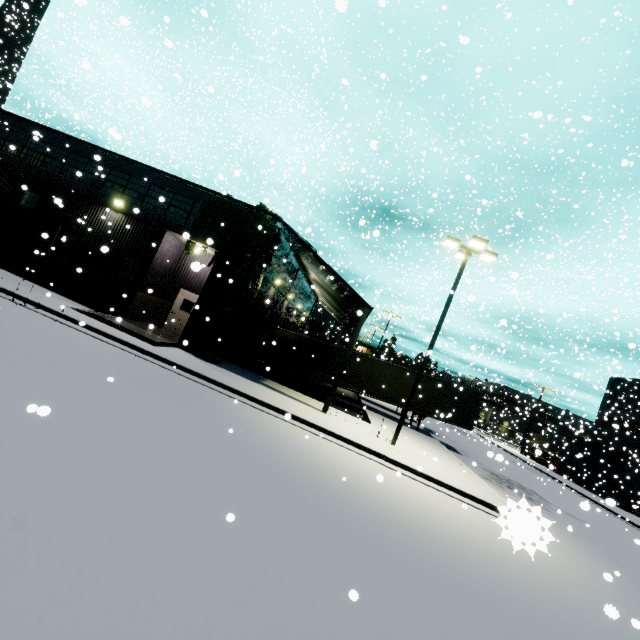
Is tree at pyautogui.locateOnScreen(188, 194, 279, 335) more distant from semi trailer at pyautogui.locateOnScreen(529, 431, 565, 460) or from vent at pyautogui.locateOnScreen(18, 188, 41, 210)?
vent at pyautogui.locateOnScreen(18, 188, 41, 210)

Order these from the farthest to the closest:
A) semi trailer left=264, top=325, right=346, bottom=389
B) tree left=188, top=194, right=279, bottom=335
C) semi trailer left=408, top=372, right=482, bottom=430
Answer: semi trailer left=264, top=325, right=346, bottom=389 < semi trailer left=408, top=372, right=482, bottom=430 < tree left=188, top=194, right=279, bottom=335

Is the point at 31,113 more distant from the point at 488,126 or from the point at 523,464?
the point at 523,464

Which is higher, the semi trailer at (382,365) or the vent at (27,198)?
the vent at (27,198)

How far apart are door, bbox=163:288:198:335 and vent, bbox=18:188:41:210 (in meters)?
7.95

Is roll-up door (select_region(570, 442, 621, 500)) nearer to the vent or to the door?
the door

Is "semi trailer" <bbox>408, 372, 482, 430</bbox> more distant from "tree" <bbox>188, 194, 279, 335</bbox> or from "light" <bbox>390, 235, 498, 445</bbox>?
"light" <bbox>390, 235, 498, 445</bbox>

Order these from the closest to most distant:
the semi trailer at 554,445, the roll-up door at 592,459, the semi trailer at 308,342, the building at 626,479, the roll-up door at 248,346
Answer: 1. the roll-up door at 248,346
2. the semi trailer at 308,342
3. the building at 626,479
4. the roll-up door at 592,459
5. the semi trailer at 554,445
